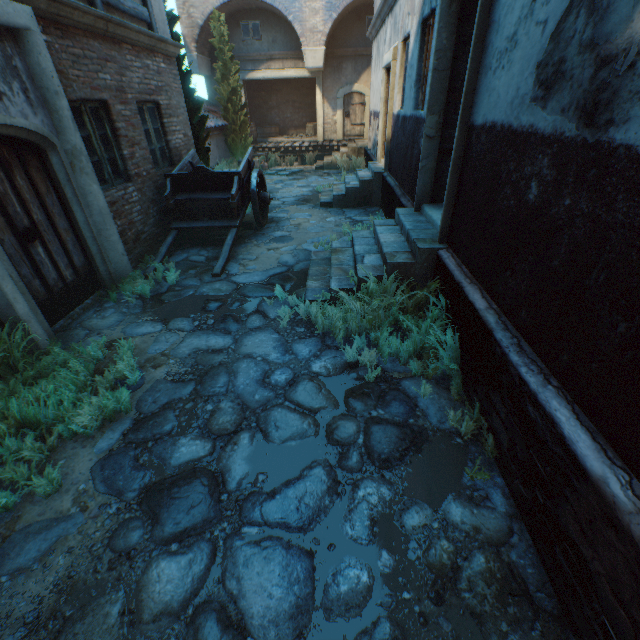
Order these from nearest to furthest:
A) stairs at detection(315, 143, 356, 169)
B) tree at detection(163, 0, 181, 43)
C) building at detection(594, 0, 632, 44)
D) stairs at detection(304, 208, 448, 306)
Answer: building at detection(594, 0, 632, 44) → stairs at detection(304, 208, 448, 306) → tree at detection(163, 0, 181, 43) → stairs at detection(315, 143, 356, 169)

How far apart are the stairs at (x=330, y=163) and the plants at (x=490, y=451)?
15.15m

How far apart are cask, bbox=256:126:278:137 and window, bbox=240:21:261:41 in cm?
396

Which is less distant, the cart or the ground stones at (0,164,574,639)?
the ground stones at (0,164,574,639)

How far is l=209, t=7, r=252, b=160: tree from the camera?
13.5 meters

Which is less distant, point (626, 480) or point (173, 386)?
point (626, 480)

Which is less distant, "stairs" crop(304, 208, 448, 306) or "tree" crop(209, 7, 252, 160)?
"stairs" crop(304, 208, 448, 306)

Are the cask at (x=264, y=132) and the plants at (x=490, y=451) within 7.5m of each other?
no
